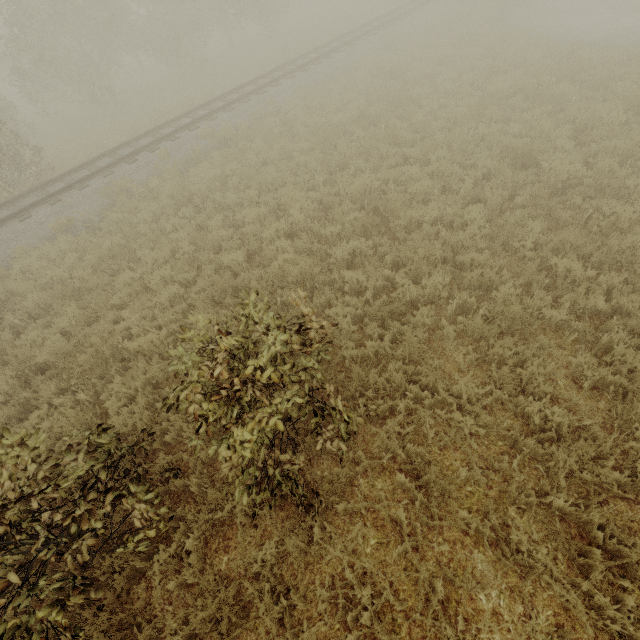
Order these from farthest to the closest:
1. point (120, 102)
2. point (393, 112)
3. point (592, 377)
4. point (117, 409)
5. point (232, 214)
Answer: point (120, 102), point (393, 112), point (232, 214), point (117, 409), point (592, 377)

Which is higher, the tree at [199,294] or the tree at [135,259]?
the tree at [135,259]

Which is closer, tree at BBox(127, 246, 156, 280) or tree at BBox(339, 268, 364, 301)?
tree at BBox(339, 268, 364, 301)

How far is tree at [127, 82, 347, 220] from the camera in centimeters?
980cm

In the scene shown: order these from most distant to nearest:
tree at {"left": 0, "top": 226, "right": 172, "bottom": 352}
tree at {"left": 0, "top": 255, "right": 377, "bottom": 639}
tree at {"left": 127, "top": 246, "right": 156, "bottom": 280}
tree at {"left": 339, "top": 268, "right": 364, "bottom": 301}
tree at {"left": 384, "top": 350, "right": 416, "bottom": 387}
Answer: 1. tree at {"left": 127, "top": 246, "right": 156, "bottom": 280}
2. tree at {"left": 0, "top": 226, "right": 172, "bottom": 352}
3. tree at {"left": 339, "top": 268, "right": 364, "bottom": 301}
4. tree at {"left": 384, "top": 350, "right": 416, "bottom": 387}
5. tree at {"left": 0, "top": 255, "right": 377, "bottom": 639}

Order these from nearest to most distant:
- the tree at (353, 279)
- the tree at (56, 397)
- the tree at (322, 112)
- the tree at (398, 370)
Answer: the tree at (56, 397) → the tree at (398, 370) → the tree at (353, 279) → the tree at (322, 112)
